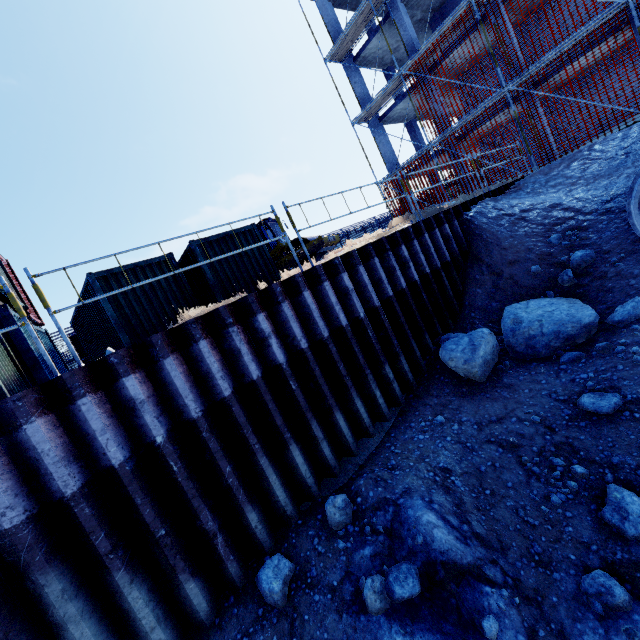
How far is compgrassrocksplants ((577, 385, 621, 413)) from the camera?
4.4 meters

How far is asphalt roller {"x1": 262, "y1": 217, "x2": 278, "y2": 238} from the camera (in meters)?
15.64

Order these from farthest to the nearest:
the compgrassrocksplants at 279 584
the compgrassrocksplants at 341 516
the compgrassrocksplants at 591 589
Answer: the compgrassrocksplants at 341 516 < the compgrassrocksplants at 279 584 < the compgrassrocksplants at 591 589

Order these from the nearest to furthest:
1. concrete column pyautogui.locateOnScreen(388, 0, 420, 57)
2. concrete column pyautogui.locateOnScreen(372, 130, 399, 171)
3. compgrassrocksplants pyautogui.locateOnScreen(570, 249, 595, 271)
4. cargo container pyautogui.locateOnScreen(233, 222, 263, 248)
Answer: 1. compgrassrocksplants pyautogui.locateOnScreen(570, 249, 595, 271)
2. cargo container pyautogui.locateOnScreen(233, 222, 263, 248)
3. concrete column pyautogui.locateOnScreen(388, 0, 420, 57)
4. concrete column pyautogui.locateOnScreen(372, 130, 399, 171)

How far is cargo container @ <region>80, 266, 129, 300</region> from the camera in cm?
874

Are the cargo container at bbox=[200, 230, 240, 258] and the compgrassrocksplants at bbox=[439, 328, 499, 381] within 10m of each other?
yes

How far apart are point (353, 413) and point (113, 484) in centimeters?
375cm

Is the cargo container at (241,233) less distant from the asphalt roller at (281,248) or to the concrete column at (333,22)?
the asphalt roller at (281,248)
